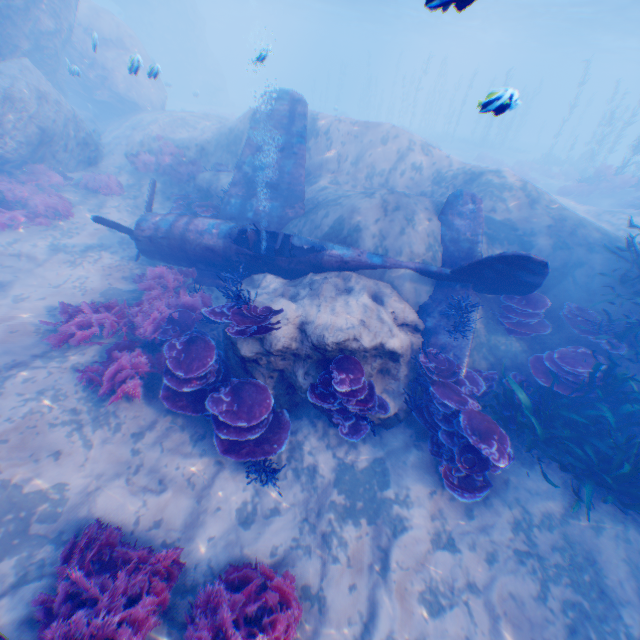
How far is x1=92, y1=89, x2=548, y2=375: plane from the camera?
7.4m

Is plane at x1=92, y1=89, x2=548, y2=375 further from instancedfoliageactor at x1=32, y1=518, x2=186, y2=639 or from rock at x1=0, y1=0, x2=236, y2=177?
instancedfoliageactor at x1=32, y1=518, x2=186, y2=639

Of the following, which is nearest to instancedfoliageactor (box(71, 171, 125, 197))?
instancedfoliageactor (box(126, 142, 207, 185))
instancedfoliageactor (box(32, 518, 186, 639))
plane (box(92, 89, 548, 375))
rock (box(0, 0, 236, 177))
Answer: rock (box(0, 0, 236, 177))

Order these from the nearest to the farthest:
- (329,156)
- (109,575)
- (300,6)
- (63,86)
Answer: (109,575) → (329,156) → (63,86) → (300,6)

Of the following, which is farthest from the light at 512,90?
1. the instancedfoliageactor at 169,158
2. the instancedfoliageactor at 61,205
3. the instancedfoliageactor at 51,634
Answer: the instancedfoliageactor at 51,634

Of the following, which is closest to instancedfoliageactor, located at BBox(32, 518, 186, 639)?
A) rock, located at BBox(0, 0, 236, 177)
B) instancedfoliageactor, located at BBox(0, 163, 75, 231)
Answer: rock, located at BBox(0, 0, 236, 177)

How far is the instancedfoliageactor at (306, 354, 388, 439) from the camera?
5.8m

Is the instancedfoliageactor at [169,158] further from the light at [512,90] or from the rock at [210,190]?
the light at [512,90]
